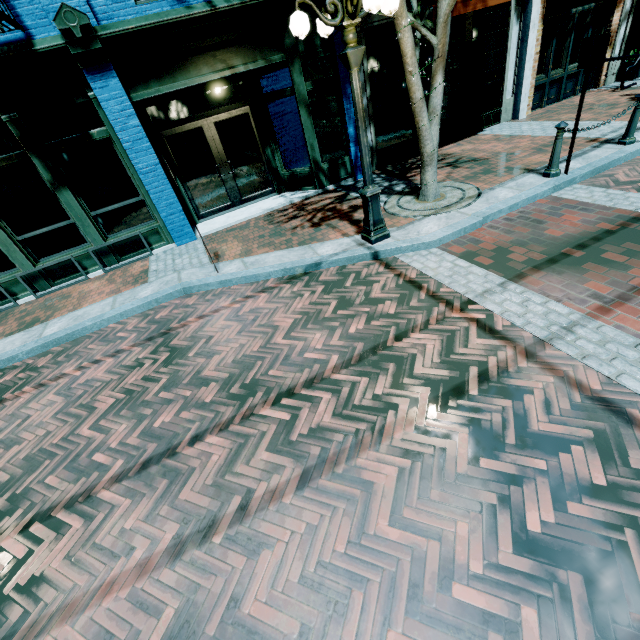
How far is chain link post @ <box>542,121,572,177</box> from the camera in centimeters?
555cm

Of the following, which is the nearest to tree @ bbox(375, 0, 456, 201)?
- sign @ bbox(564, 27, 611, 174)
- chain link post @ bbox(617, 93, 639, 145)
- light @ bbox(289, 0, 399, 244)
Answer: light @ bbox(289, 0, 399, 244)

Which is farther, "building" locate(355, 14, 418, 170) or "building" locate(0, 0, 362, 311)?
"building" locate(355, 14, 418, 170)

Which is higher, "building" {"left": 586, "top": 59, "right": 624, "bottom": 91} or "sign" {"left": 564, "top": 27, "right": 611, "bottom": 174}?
"sign" {"left": 564, "top": 27, "right": 611, "bottom": 174}

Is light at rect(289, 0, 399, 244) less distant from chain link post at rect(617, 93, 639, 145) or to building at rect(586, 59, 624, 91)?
building at rect(586, 59, 624, 91)

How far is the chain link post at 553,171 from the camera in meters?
5.6

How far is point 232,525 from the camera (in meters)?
2.52

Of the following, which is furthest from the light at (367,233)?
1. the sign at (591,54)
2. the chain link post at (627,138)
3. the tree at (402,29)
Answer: the chain link post at (627,138)
